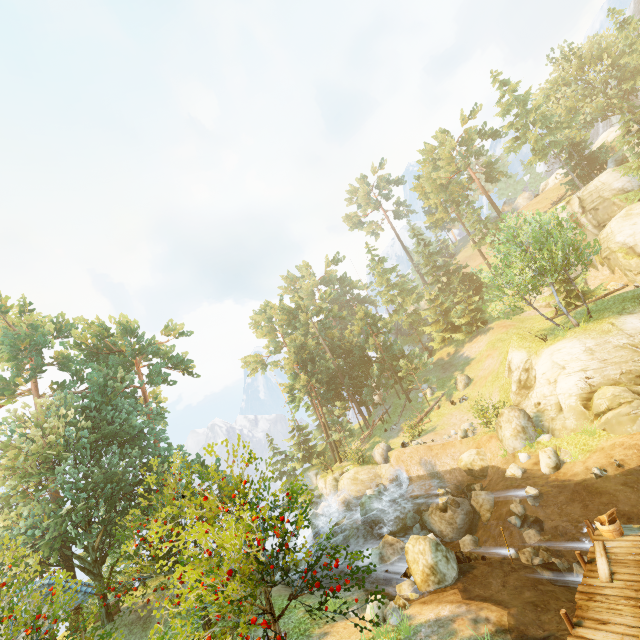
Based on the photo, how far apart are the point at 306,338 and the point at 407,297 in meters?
19.1

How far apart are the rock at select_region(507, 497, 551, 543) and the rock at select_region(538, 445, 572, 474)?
2.2 meters

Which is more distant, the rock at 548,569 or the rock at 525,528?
the rock at 525,528

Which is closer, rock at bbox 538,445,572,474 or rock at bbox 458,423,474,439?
rock at bbox 538,445,572,474

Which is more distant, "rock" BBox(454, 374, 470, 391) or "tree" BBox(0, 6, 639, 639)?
"rock" BBox(454, 374, 470, 391)

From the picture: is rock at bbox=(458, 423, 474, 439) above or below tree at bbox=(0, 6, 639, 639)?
below

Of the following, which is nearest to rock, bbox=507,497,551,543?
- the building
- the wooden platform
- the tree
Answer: the wooden platform

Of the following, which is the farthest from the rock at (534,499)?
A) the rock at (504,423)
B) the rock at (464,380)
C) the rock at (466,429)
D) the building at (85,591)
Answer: the building at (85,591)
